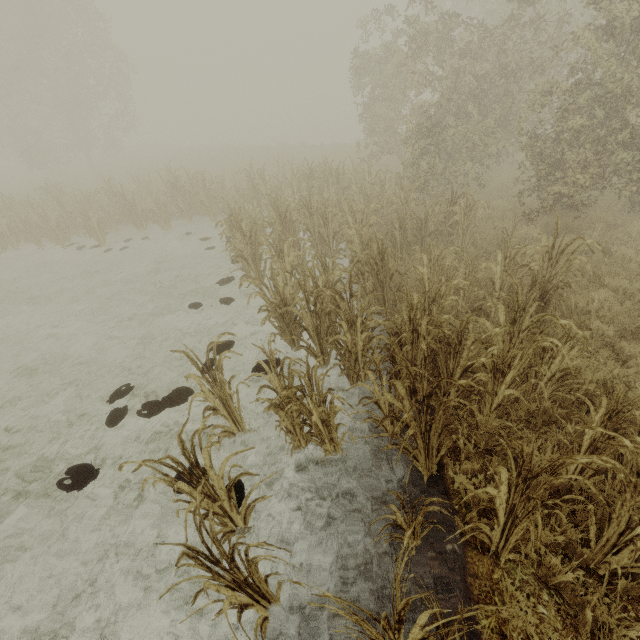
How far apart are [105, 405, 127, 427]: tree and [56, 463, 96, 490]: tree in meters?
0.6 m

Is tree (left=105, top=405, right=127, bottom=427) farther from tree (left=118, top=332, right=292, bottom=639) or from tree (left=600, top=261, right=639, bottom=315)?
tree (left=600, top=261, right=639, bottom=315)

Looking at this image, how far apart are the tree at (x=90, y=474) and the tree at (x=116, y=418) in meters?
0.6

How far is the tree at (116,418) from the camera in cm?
512

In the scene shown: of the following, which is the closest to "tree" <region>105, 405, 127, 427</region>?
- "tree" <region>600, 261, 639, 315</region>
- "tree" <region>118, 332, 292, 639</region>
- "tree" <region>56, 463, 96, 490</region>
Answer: "tree" <region>56, 463, 96, 490</region>

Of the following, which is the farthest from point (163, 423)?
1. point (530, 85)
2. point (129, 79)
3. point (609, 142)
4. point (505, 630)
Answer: point (129, 79)

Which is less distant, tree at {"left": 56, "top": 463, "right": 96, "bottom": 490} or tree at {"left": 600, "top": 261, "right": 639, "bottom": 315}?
tree at {"left": 56, "top": 463, "right": 96, "bottom": 490}

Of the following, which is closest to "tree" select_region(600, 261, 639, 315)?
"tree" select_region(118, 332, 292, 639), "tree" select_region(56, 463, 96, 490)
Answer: "tree" select_region(118, 332, 292, 639)
